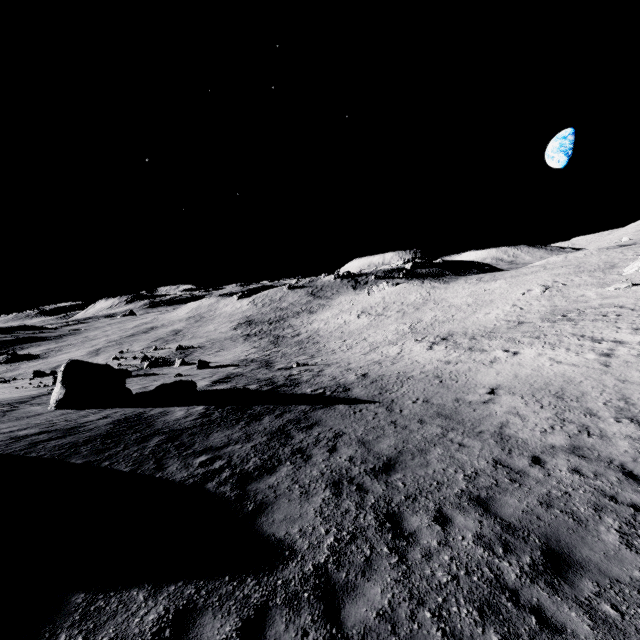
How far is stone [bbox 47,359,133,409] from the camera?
16.7 meters

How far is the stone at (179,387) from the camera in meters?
17.6 m

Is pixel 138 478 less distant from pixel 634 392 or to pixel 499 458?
pixel 499 458

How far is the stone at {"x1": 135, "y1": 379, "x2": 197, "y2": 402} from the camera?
17.6m

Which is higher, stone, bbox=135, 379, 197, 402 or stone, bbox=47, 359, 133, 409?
stone, bbox=47, 359, 133, 409

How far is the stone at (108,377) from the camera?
16.7 meters

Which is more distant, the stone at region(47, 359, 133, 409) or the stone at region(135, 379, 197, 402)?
the stone at region(135, 379, 197, 402)
